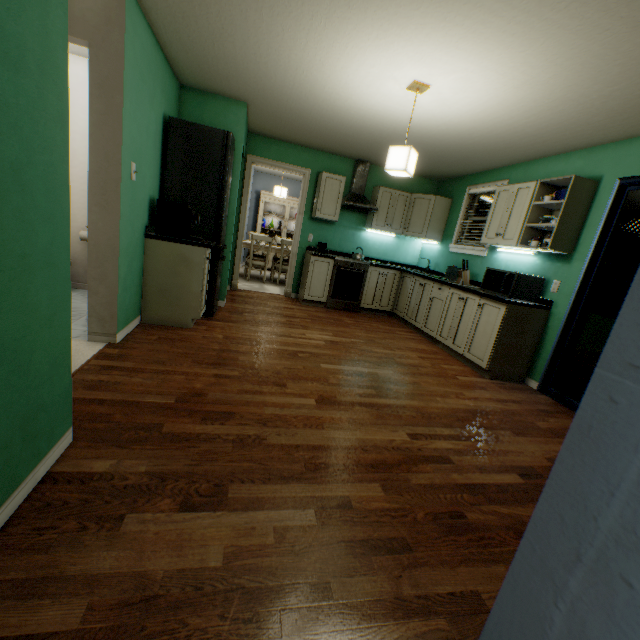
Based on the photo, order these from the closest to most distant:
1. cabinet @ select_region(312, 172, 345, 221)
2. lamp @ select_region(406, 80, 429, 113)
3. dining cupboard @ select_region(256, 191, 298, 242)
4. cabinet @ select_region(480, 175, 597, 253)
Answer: lamp @ select_region(406, 80, 429, 113)
cabinet @ select_region(480, 175, 597, 253)
cabinet @ select_region(312, 172, 345, 221)
dining cupboard @ select_region(256, 191, 298, 242)

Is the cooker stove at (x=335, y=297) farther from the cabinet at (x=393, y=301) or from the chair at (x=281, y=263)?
the chair at (x=281, y=263)

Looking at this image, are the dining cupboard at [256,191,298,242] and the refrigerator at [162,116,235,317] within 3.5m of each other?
no

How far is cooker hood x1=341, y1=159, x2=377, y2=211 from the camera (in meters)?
5.20

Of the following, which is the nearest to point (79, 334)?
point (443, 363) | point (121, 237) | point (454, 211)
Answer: point (121, 237)

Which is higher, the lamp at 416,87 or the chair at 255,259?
the lamp at 416,87

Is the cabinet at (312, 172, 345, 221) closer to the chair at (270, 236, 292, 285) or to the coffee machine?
the chair at (270, 236, 292, 285)

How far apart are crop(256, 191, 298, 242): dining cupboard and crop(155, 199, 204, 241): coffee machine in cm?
526
